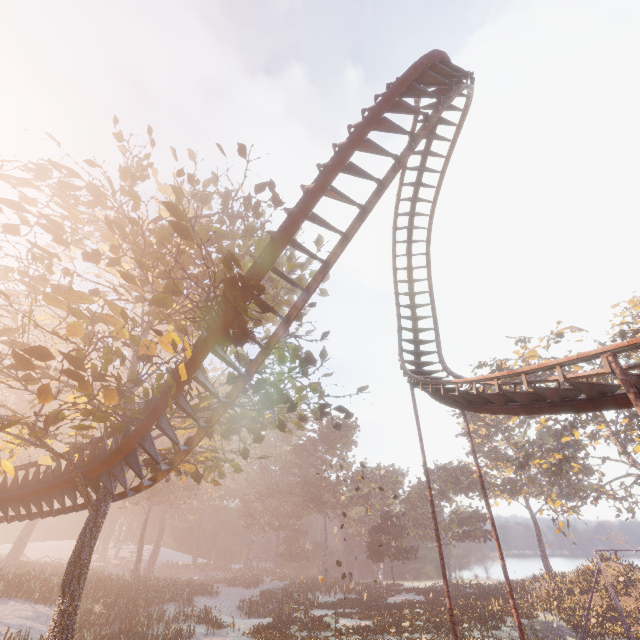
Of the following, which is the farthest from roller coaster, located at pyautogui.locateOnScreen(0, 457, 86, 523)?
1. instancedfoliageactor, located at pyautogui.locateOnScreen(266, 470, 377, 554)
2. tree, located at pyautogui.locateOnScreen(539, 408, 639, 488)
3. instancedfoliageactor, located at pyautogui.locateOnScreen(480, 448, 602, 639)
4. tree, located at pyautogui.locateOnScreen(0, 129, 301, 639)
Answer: instancedfoliageactor, located at pyautogui.locateOnScreen(480, 448, 602, 639)

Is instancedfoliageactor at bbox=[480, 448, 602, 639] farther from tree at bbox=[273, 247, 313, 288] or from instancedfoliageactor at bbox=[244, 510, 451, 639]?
tree at bbox=[273, 247, 313, 288]

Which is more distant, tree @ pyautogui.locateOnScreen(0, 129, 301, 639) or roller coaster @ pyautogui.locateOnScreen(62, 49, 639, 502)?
roller coaster @ pyautogui.locateOnScreen(62, 49, 639, 502)

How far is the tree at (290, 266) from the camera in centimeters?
1439cm

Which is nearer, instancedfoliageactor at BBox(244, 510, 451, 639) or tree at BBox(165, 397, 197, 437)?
tree at BBox(165, 397, 197, 437)

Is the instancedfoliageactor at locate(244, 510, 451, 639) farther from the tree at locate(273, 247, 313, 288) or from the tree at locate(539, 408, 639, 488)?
the tree at locate(539, 408, 639, 488)

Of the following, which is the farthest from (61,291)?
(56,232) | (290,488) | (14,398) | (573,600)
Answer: (290,488)

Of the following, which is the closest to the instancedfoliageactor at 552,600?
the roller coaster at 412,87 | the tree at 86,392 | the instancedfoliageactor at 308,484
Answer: the instancedfoliageactor at 308,484
